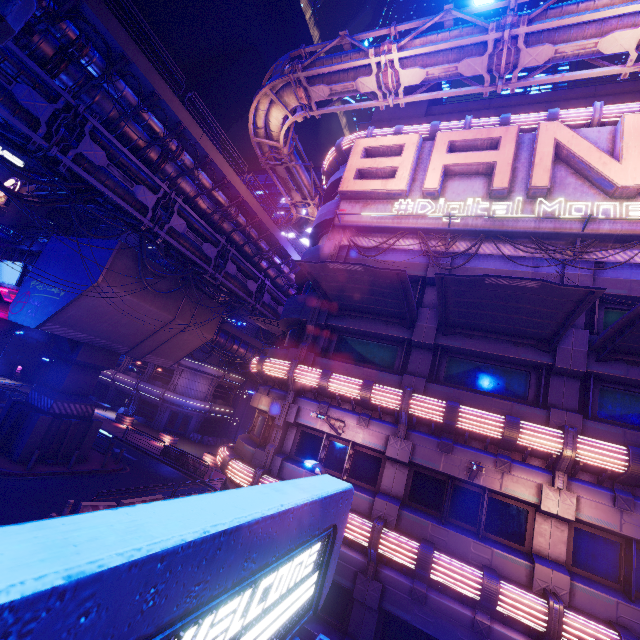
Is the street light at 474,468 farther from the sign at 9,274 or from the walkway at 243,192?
the sign at 9,274

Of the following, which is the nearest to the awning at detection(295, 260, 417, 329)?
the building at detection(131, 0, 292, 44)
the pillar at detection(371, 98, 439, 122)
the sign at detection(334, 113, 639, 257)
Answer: the sign at detection(334, 113, 639, 257)

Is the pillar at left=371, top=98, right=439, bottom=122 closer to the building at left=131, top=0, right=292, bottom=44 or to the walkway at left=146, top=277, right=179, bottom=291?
the walkway at left=146, top=277, right=179, bottom=291

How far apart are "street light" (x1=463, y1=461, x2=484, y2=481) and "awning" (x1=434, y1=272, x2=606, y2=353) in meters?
4.5 m

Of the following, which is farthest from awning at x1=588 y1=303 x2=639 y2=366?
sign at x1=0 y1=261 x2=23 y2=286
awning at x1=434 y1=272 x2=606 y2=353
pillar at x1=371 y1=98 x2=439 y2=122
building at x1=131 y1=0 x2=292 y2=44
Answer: building at x1=131 y1=0 x2=292 y2=44

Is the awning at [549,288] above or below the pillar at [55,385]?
above

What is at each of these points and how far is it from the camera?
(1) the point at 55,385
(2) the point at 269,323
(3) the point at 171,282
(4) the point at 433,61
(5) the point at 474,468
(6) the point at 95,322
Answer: (1) pillar, 20.9m
(2) awning, 22.5m
(3) walkway, 22.2m
(4) pipe, 15.0m
(5) street light, 8.5m
(6) walkway, 20.1m

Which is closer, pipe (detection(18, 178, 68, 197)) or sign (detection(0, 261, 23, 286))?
sign (detection(0, 261, 23, 286))
